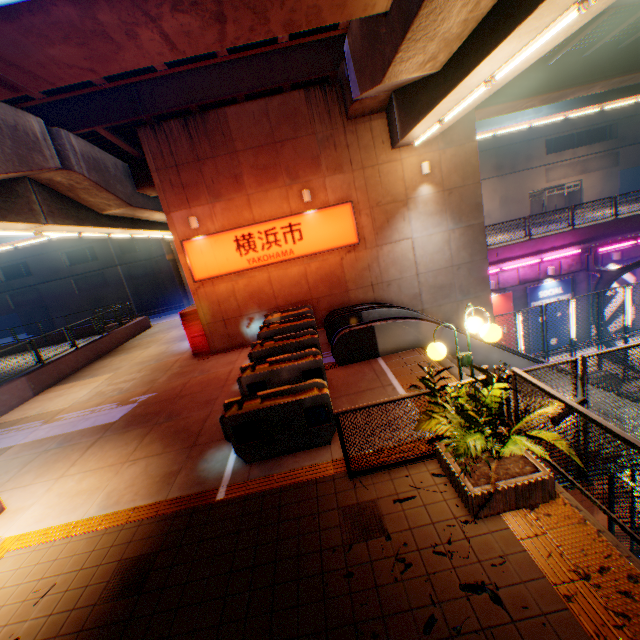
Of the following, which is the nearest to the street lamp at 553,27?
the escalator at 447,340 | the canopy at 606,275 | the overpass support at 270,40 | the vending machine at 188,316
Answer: the overpass support at 270,40

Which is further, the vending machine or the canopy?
the canopy

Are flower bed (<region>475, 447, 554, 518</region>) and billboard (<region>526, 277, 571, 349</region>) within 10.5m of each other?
no

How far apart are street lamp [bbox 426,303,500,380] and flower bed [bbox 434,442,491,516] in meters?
0.4 m

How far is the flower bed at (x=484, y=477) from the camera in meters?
3.9 m

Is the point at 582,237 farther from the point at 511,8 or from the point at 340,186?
the point at 511,8

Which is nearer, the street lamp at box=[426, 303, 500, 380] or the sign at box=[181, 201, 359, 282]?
the street lamp at box=[426, 303, 500, 380]

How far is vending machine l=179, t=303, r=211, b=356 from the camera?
13.4m
